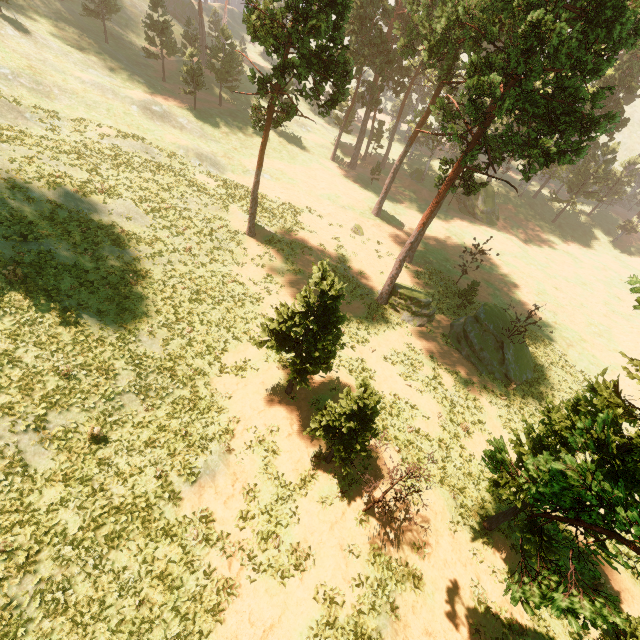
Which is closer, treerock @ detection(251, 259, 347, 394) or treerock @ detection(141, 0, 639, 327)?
treerock @ detection(251, 259, 347, 394)

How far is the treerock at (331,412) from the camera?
13.2m

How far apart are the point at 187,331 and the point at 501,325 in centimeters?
2555cm

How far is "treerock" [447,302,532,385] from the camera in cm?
2719

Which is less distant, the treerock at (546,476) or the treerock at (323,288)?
the treerock at (546,476)

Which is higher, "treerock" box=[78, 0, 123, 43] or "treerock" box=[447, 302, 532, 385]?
"treerock" box=[78, 0, 123, 43]
